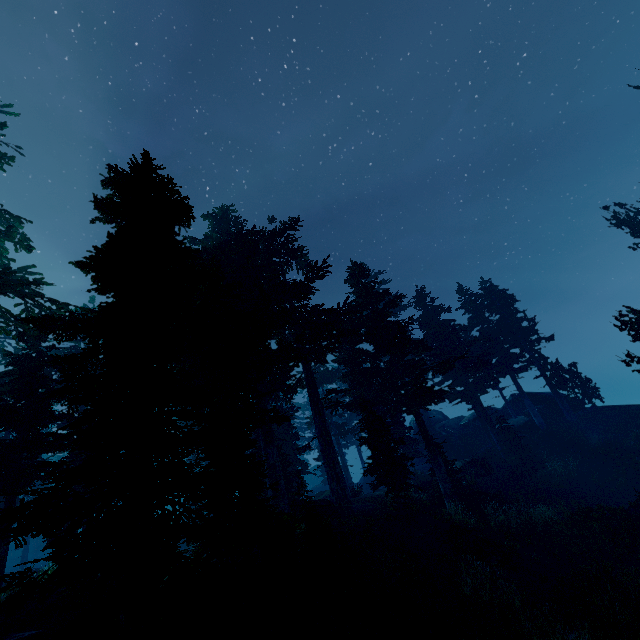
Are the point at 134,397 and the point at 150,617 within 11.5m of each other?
yes

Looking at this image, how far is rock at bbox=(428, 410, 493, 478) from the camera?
26.2 meters

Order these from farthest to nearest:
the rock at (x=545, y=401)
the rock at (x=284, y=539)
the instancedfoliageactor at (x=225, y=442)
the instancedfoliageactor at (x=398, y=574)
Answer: the rock at (x=545, y=401)
the rock at (x=284, y=539)
the instancedfoliageactor at (x=398, y=574)
the instancedfoliageactor at (x=225, y=442)

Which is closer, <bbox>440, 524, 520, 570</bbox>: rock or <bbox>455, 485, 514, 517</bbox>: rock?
<bbox>440, 524, 520, 570</bbox>: rock

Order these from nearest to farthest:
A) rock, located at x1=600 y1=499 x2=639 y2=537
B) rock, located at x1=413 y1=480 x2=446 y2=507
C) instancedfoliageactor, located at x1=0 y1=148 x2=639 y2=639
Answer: instancedfoliageactor, located at x1=0 y1=148 x2=639 y2=639
rock, located at x1=600 y1=499 x2=639 y2=537
rock, located at x1=413 y1=480 x2=446 y2=507

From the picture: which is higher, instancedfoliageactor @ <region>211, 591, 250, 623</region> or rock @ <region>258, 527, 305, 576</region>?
rock @ <region>258, 527, 305, 576</region>

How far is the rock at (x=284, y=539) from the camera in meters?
10.9 m

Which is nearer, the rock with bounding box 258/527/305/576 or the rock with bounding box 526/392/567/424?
the rock with bounding box 258/527/305/576
